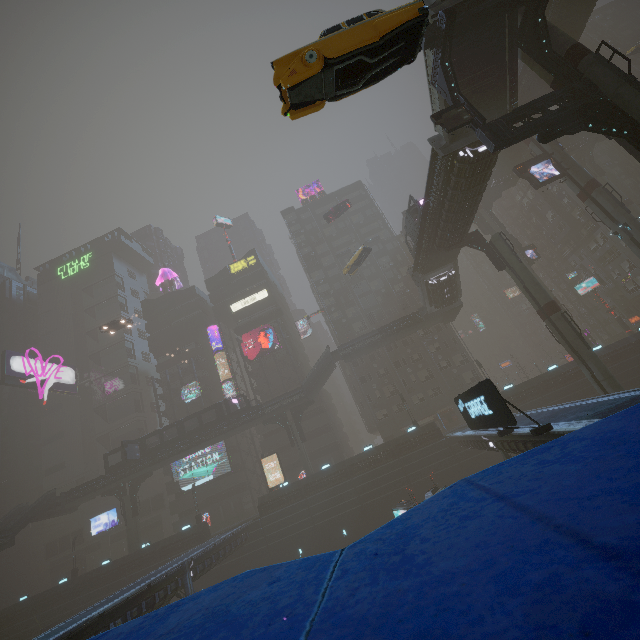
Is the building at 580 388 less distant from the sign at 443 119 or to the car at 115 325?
the car at 115 325

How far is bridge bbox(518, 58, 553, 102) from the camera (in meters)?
33.91

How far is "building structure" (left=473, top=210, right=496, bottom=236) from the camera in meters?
48.5

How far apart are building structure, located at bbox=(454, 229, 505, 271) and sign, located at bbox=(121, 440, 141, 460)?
46.0 meters

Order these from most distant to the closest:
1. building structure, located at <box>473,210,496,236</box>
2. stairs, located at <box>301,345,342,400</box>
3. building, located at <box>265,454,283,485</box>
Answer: building, located at <box>265,454,283,485</box> < building structure, located at <box>473,210,496,236</box> < stairs, located at <box>301,345,342,400</box>

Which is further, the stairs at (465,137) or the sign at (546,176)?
the sign at (546,176)

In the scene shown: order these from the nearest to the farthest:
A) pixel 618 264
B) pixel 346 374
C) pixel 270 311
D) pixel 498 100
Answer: pixel 498 100 < pixel 618 264 < pixel 346 374 < pixel 270 311

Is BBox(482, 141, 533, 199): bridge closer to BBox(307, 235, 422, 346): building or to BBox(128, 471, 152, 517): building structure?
BBox(307, 235, 422, 346): building
